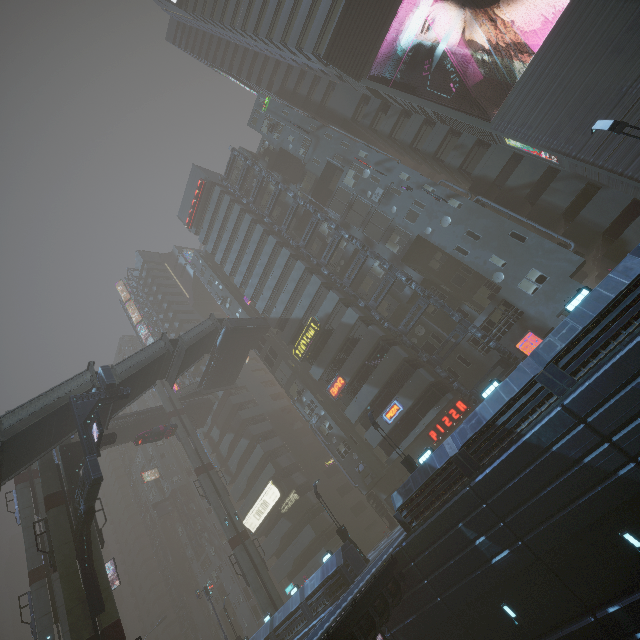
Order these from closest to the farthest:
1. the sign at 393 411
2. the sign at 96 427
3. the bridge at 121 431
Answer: the sign at 96 427
the sign at 393 411
the bridge at 121 431

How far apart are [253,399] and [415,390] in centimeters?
3154cm

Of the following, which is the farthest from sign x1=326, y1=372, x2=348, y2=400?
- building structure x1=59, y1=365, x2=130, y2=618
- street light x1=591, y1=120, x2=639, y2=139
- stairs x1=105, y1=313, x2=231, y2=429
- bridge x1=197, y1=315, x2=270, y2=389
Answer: street light x1=591, y1=120, x2=639, y2=139

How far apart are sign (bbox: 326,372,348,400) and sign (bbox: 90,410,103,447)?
20.2 meters

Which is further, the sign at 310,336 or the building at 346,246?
the building at 346,246

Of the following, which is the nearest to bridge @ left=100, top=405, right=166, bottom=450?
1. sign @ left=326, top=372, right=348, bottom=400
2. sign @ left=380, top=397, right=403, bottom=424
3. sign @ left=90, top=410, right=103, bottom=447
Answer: sign @ left=90, top=410, right=103, bottom=447

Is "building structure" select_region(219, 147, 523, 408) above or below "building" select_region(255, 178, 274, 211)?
below

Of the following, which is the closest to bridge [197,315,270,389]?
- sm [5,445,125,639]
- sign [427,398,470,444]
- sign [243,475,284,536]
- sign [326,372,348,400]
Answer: sign [326,372,348,400]
